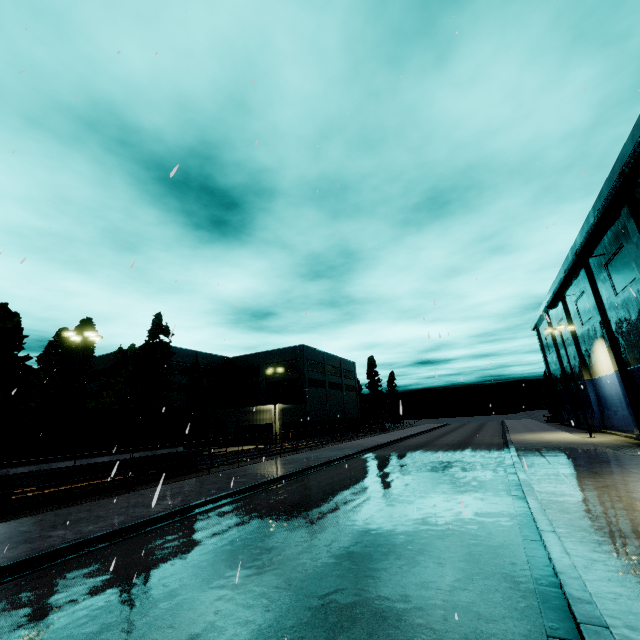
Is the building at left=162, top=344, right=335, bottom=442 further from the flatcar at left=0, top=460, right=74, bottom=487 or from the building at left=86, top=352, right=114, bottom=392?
the flatcar at left=0, top=460, right=74, bottom=487

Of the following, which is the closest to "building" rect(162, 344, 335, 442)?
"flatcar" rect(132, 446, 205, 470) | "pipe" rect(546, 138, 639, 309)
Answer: "flatcar" rect(132, 446, 205, 470)

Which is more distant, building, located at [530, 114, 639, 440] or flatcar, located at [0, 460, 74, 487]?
building, located at [530, 114, 639, 440]

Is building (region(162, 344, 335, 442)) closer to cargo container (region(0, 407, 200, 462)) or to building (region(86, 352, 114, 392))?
building (region(86, 352, 114, 392))

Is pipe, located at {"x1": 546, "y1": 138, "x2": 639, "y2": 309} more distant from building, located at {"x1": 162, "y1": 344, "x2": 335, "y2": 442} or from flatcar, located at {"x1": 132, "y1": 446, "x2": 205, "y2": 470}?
building, located at {"x1": 162, "y1": 344, "x2": 335, "y2": 442}

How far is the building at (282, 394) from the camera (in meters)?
46.28

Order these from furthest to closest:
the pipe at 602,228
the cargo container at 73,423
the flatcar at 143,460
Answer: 1. the flatcar at 143,460
2. the pipe at 602,228
3. the cargo container at 73,423

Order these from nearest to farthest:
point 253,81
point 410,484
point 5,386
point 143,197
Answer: point 253,81
point 143,197
point 410,484
point 5,386
